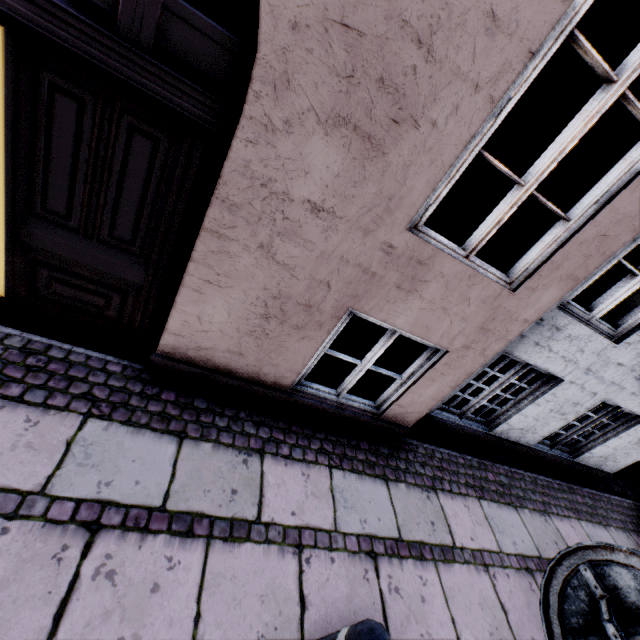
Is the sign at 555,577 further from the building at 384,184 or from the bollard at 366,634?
the building at 384,184

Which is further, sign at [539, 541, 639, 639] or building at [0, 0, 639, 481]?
building at [0, 0, 639, 481]

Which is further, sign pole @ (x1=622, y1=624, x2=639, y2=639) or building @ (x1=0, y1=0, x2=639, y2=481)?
building @ (x1=0, y1=0, x2=639, y2=481)

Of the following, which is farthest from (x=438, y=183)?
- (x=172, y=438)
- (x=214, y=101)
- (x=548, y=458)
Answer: (x=548, y=458)

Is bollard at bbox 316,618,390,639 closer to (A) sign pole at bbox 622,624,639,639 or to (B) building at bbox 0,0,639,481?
(A) sign pole at bbox 622,624,639,639

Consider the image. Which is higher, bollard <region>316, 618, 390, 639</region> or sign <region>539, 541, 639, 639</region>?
sign <region>539, 541, 639, 639</region>

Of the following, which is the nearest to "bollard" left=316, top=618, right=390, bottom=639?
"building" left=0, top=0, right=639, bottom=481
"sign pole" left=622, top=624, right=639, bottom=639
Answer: "sign pole" left=622, top=624, right=639, bottom=639

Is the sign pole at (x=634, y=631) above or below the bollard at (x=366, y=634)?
above
